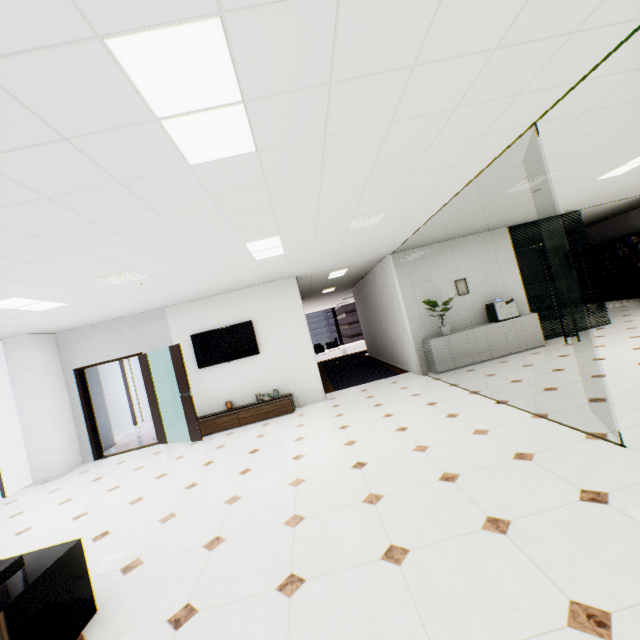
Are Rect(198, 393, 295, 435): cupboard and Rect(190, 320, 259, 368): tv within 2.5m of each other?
yes

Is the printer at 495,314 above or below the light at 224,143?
below

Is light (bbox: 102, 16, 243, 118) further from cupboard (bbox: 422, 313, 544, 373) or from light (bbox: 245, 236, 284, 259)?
cupboard (bbox: 422, 313, 544, 373)

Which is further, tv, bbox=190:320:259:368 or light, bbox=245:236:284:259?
tv, bbox=190:320:259:368

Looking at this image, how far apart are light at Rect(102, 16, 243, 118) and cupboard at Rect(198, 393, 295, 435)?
5.59m

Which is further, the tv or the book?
the book

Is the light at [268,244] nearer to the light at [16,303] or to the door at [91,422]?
the light at [16,303]

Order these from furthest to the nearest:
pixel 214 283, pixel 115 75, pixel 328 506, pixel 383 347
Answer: pixel 383 347, pixel 214 283, pixel 328 506, pixel 115 75
